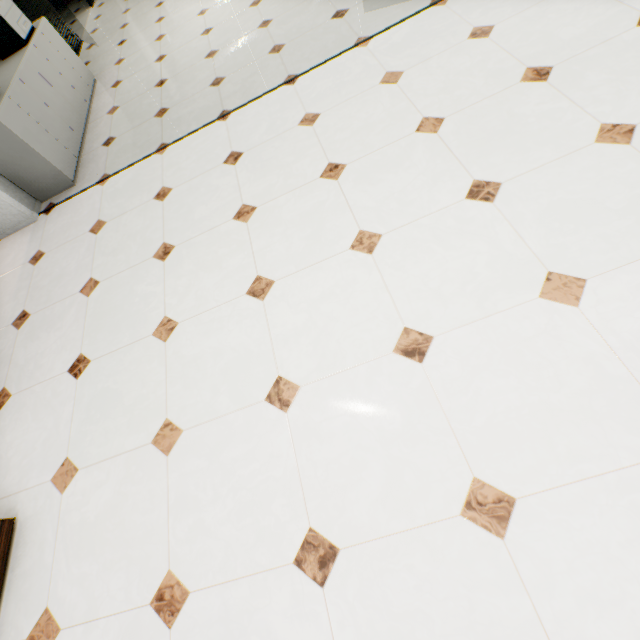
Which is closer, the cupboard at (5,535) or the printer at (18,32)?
the cupboard at (5,535)

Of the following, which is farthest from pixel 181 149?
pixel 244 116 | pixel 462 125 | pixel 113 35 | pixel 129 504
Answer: pixel 113 35

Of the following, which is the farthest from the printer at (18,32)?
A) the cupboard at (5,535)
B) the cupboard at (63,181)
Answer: the cupboard at (5,535)

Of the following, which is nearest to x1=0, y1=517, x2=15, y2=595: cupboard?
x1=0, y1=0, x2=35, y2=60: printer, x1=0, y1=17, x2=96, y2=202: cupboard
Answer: x1=0, y1=17, x2=96, y2=202: cupboard

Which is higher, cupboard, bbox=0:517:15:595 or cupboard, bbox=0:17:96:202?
cupboard, bbox=0:17:96:202

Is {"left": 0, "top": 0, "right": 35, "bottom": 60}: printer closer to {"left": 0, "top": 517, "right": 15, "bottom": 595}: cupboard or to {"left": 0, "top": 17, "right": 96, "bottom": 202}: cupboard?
{"left": 0, "top": 17, "right": 96, "bottom": 202}: cupboard

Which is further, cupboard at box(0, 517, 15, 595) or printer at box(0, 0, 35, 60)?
printer at box(0, 0, 35, 60)
